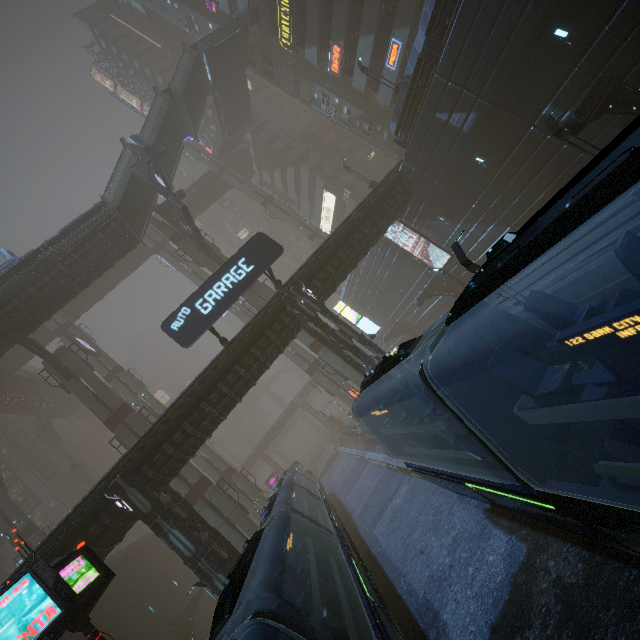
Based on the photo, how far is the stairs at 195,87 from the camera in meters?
30.7

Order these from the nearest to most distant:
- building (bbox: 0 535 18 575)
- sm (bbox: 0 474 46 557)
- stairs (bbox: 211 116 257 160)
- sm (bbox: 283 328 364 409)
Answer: sm (bbox: 283 328 364 409) → sm (bbox: 0 474 46 557) → stairs (bbox: 211 116 257 160) → building (bbox: 0 535 18 575)

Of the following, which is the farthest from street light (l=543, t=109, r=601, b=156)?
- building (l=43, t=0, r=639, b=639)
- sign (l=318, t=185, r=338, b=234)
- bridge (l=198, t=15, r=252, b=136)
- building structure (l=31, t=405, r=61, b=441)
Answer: building structure (l=31, t=405, r=61, b=441)

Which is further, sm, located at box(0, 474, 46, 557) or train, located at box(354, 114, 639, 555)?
sm, located at box(0, 474, 46, 557)

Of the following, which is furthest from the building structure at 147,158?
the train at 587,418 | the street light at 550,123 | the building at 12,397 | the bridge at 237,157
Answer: the building at 12,397

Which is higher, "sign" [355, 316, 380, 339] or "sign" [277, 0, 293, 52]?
"sign" [277, 0, 293, 52]

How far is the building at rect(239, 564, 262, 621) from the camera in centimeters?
1486cm

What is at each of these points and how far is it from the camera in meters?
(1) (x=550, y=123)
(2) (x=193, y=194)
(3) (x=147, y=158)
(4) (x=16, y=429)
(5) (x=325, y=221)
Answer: (1) street light, 12.5 m
(2) bridge, 49.8 m
(3) building structure, 28.1 m
(4) building, 57.9 m
(5) sign, 55.8 m
